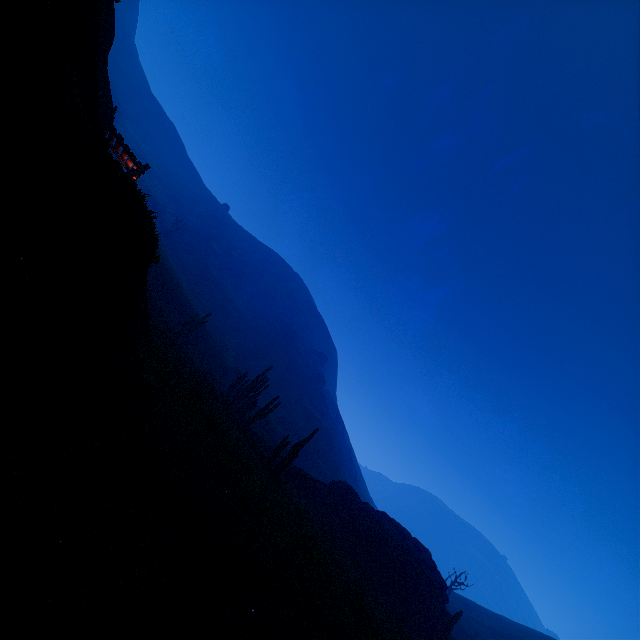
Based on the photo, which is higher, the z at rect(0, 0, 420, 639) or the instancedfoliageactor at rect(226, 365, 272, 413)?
the instancedfoliageactor at rect(226, 365, 272, 413)

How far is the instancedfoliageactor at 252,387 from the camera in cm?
2946

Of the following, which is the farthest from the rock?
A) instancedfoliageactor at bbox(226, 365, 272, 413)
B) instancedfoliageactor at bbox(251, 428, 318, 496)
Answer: instancedfoliageactor at bbox(226, 365, 272, 413)

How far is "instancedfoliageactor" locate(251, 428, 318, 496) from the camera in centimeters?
1928cm

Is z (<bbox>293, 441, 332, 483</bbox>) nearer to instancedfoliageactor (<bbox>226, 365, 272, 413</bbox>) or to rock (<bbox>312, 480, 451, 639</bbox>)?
rock (<bbox>312, 480, 451, 639</bbox>)

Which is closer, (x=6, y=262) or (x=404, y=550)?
(x=6, y=262)

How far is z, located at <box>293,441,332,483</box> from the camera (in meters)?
55.09

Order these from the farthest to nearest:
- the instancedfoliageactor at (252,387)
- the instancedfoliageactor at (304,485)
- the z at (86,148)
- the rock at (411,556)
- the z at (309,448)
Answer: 1. the z at (309,448)
2. the instancedfoliageactor at (252,387)
3. the rock at (411,556)
4. the instancedfoliageactor at (304,485)
5. the z at (86,148)
